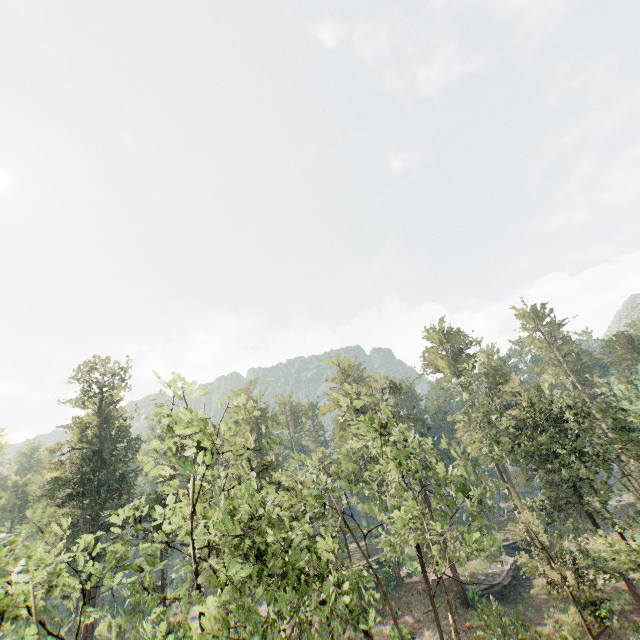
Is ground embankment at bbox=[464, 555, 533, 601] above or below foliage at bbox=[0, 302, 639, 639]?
below

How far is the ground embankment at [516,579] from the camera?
35.4 meters

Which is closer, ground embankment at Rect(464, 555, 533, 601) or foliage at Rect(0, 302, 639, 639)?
foliage at Rect(0, 302, 639, 639)

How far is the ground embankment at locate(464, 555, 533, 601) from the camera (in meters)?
35.41

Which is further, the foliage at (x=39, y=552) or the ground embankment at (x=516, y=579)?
the ground embankment at (x=516, y=579)

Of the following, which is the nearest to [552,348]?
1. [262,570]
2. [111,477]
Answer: [262,570]
